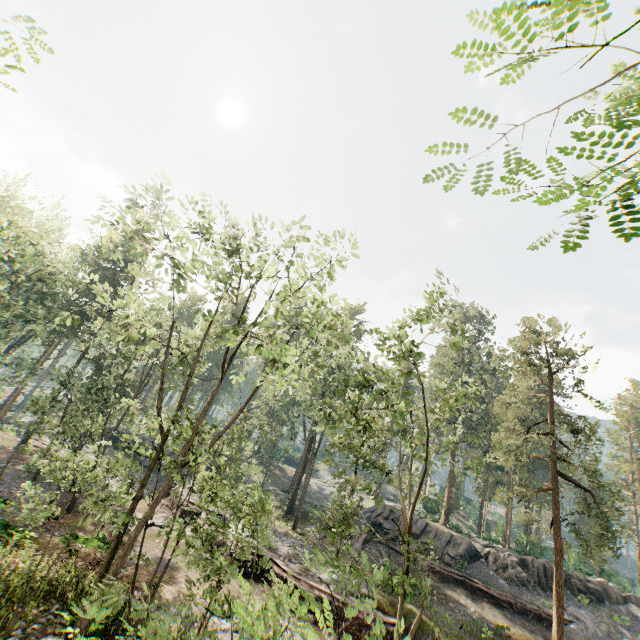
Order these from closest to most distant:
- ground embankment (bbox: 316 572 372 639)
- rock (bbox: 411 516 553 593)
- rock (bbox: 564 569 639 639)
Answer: ground embankment (bbox: 316 572 372 639)
rock (bbox: 564 569 639 639)
rock (bbox: 411 516 553 593)

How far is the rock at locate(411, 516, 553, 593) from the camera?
29.3 meters

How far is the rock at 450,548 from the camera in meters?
29.3 m

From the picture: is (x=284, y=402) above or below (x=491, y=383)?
below

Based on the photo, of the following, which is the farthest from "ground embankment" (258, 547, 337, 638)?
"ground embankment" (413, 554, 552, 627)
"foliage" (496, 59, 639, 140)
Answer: "ground embankment" (413, 554, 552, 627)

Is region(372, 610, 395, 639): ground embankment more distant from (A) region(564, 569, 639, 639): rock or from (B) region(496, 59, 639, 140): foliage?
(A) region(564, 569, 639, 639): rock

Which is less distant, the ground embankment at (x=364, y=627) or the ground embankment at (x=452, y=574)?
the ground embankment at (x=364, y=627)

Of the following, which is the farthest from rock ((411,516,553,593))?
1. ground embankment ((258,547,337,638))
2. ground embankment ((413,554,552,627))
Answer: ground embankment ((258,547,337,638))
